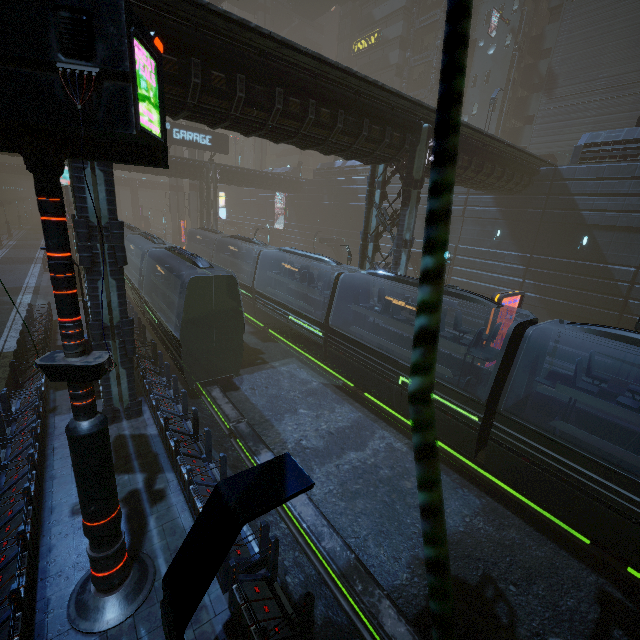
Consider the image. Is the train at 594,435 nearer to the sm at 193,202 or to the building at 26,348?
the building at 26,348

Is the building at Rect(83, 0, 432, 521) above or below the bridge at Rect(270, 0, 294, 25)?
below

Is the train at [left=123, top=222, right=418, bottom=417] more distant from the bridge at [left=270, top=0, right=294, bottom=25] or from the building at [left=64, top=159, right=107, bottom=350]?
the bridge at [left=270, top=0, right=294, bottom=25]

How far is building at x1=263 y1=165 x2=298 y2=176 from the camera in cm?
4894

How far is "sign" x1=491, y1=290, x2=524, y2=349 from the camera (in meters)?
13.44

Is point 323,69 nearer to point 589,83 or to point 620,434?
point 620,434

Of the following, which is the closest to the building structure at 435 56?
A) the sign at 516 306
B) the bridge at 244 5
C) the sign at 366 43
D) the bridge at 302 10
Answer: the sign at 366 43

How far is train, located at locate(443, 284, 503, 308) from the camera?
10.69m
